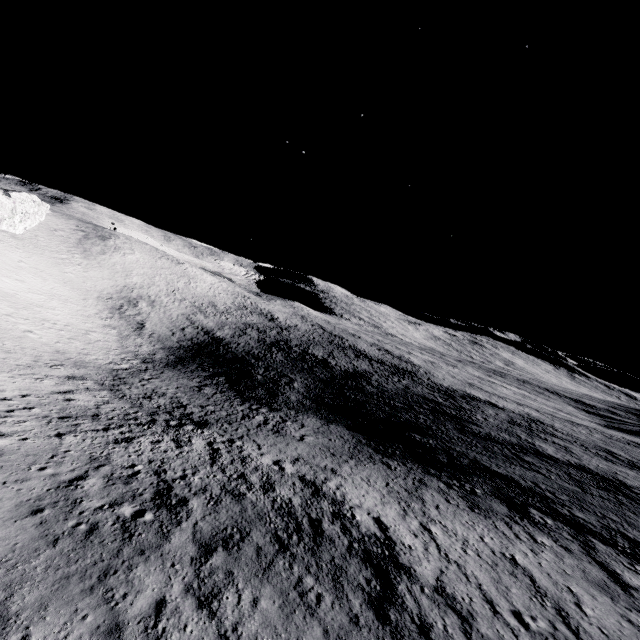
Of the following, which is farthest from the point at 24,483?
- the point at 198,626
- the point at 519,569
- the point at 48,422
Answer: the point at 519,569
